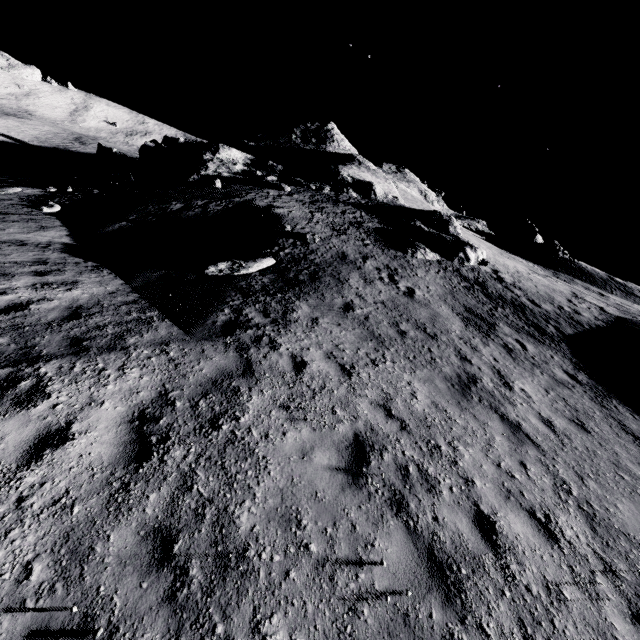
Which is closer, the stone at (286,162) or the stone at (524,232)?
the stone at (286,162)

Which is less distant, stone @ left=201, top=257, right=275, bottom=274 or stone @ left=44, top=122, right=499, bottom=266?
stone @ left=201, top=257, right=275, bottom=274

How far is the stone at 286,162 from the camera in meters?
21.5

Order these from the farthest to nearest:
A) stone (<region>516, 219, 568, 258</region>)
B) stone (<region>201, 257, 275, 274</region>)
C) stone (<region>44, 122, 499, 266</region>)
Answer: stone (<region>516, 219, 568, 258</region>) → stone (<region>44, 122, 499, 266</region>) → stone (<region>201, 257, 275, 274</region>)

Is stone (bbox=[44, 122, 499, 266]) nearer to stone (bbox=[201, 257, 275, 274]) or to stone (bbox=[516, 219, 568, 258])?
stone (bbox=[201, 257, 275, 274])

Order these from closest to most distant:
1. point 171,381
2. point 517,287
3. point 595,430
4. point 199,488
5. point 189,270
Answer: point 199,488, point 171,381, point 595,430, point 189,270, point 517,287

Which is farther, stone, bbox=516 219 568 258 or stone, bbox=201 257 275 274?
stone, bbox=516 219 568 258
